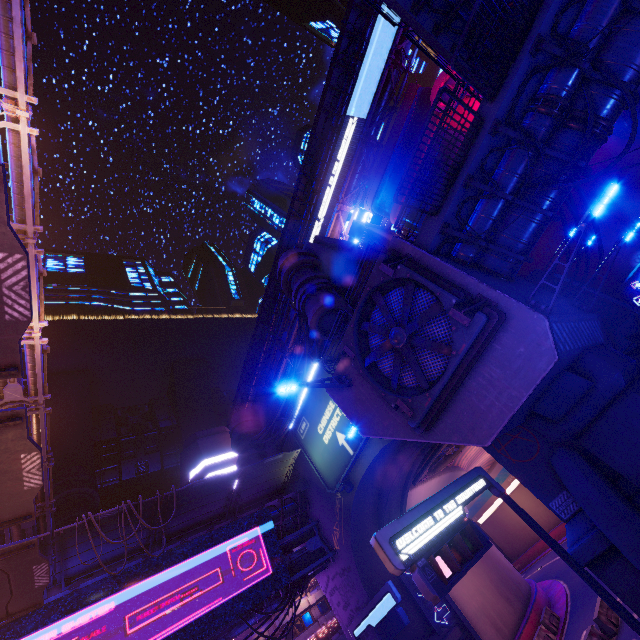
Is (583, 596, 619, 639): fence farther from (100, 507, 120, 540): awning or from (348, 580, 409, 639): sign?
(100, 507, 120, 540): awning

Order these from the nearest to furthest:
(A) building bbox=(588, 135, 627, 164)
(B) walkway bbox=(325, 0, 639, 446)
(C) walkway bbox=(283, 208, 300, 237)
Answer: (B) walkway bbox=(325, 0, 639, 446) → (A) building bbox=(588, 135, 627, 164) → (C) walkway bbox=(283, 208, 300, 237)

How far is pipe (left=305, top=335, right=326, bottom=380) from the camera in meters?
23.0

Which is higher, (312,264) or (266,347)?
(266,347)

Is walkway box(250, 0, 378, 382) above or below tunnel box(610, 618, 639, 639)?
above

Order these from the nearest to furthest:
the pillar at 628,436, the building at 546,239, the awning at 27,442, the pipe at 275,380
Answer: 1. the awning at 27,442
2. the pillar at 628,436
3. the building at 546,239
4. the pipe at 275,380

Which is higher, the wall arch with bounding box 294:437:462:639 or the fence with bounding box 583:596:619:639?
the wall arch with bounding box 294:437:462:639

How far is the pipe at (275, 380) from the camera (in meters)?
50.75
